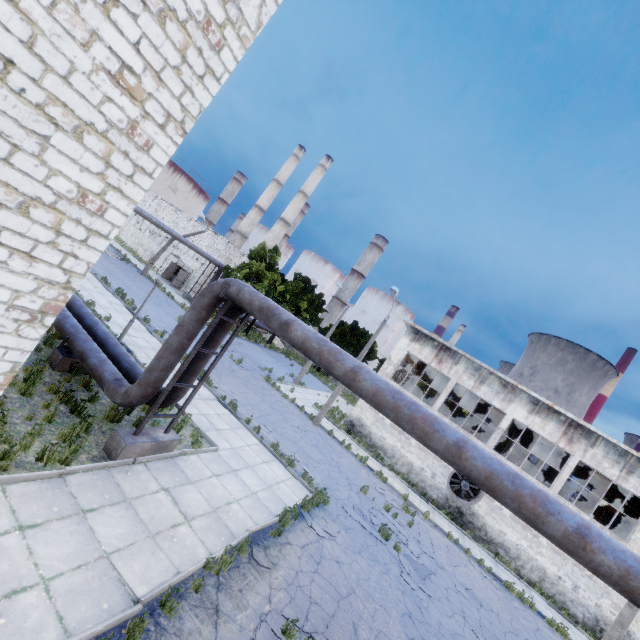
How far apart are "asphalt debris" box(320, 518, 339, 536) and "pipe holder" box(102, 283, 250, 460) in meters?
4.7 m

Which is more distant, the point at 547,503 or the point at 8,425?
the point at 8,425

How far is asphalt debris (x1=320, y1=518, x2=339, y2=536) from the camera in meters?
10.7

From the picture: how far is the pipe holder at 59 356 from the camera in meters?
9.5 m

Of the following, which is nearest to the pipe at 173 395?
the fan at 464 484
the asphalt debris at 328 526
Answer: the asphalt debris at 328 526

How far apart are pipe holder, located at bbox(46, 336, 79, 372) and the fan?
20.81m

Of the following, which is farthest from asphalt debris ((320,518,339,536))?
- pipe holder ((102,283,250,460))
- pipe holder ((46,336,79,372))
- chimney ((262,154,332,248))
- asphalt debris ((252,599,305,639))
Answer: chimney ((262,154,332,248))

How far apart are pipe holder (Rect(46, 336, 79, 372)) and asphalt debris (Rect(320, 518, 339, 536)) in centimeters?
805cm
